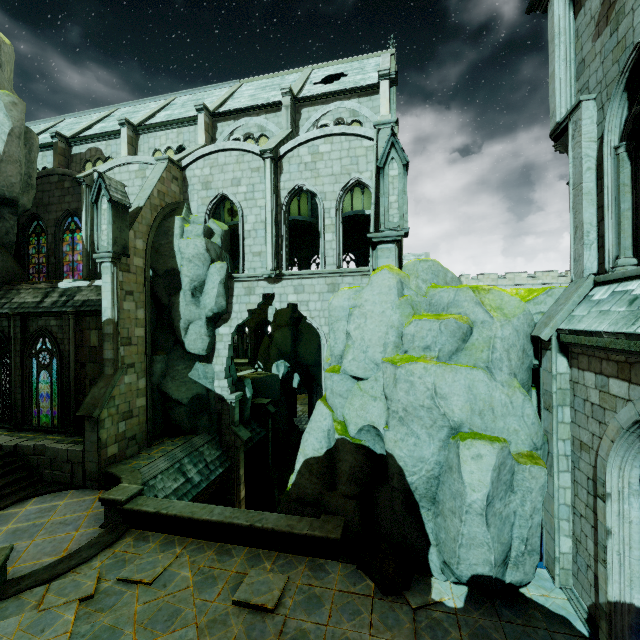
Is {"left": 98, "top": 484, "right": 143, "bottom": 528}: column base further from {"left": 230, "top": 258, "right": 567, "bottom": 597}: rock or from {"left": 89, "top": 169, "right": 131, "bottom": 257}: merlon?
{"left": 89, "top": 169, "right": 131, "bottom": 257}: merlon

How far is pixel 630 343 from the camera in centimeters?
539cm

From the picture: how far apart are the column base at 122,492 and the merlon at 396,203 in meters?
12.1

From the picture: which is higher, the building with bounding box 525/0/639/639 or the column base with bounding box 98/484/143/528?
the building with bounding box 525/0/639/639

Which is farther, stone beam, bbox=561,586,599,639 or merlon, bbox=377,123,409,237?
merlon, bbox=377,123,409,237

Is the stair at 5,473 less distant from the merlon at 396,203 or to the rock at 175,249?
the rock at 175,249

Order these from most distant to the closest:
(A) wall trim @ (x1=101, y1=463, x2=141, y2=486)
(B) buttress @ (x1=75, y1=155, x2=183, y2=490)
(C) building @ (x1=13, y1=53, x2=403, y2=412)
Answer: (C) building @ (x1=13, y1=53, x2=403, y2=412), (B) buttress @ (x1=75, y1=155, x2=183, y2=490), (A) wall trim @ (x1=101, y1=463, x2=141, y2=486)

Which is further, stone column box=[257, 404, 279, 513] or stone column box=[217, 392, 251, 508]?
stone column box=[257, 404, 279, 513]
